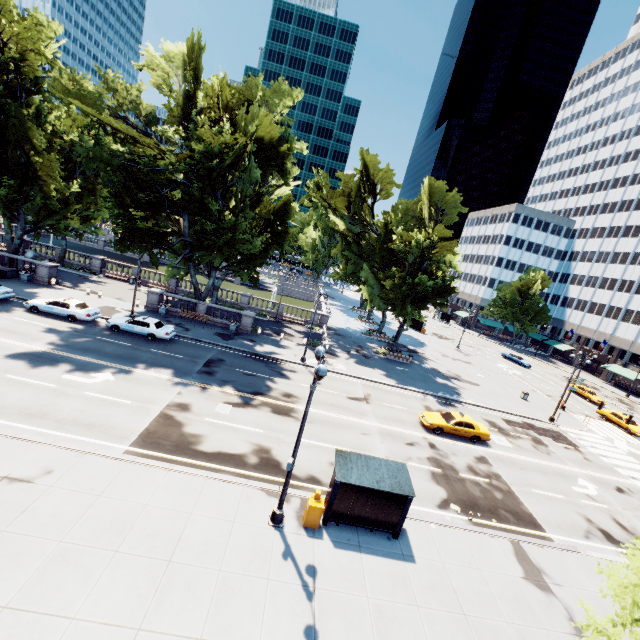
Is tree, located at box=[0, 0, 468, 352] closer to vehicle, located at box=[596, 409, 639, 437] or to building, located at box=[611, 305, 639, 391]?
building, located at box=[611, 305, 639, 391]

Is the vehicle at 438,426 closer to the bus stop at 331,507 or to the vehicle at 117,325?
the bus stop at 331,507

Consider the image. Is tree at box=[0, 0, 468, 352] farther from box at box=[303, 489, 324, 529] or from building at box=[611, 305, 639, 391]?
box at box=[303, 489, 324, 529]

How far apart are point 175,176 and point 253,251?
8.49m

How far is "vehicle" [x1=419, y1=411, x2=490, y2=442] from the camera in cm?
2372

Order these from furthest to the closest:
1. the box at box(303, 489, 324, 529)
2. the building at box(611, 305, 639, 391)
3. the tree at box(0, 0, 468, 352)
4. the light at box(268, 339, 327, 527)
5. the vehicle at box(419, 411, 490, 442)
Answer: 1. the building at box(611, 305, 639, 391)
2. the tree at box(0, 0, 468, 352)
3. the vehicle at box(419, 411, 490, 442)
4. the box at box(303, 489, 324, 529)
5. the light at box(268, 339, 327, 527)

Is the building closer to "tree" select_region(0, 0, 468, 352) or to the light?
"tree" select_region(0, 0, 468, 352)

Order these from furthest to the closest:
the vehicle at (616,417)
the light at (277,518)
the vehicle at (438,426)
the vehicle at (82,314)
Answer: the vehicle at (616,417), the vehicle at (82,314), the vehicle at (438,426), the light at (277,518)
